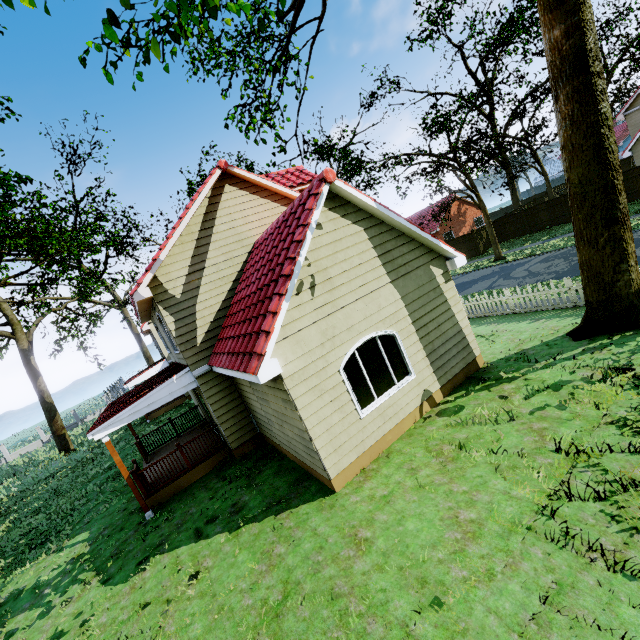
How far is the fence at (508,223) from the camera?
29.2m

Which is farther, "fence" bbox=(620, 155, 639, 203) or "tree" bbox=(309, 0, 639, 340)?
"fence" bbox=(620, 155, 639, 203)

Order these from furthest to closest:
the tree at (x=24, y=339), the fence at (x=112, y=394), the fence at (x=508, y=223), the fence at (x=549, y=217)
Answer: the fence at (x=112, y=394) < the fence at (x=508, y=223) < the fence at (x=549, y=217) < the tree at (x=24, y=339)

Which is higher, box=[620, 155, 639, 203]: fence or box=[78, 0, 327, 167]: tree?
box=[78, 0, 327, 167]: tree

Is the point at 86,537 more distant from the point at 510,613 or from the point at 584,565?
the point at 584,565

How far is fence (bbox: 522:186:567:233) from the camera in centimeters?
2645cm

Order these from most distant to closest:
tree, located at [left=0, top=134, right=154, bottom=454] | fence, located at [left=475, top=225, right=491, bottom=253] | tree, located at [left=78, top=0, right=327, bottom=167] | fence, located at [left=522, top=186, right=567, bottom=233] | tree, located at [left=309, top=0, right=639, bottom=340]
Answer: fence, located at [left=475, top=225, right=491, bottom=253] → fence, located at [left=522, top=186, right=567, bottom=233] → tree, located at [left=0, top=134, right=154, bottom=454] → tree, located at [left=309, top=0, right=639, bottom=340] → tree, located at [left=78, top=0, right=327, bottom=167]
